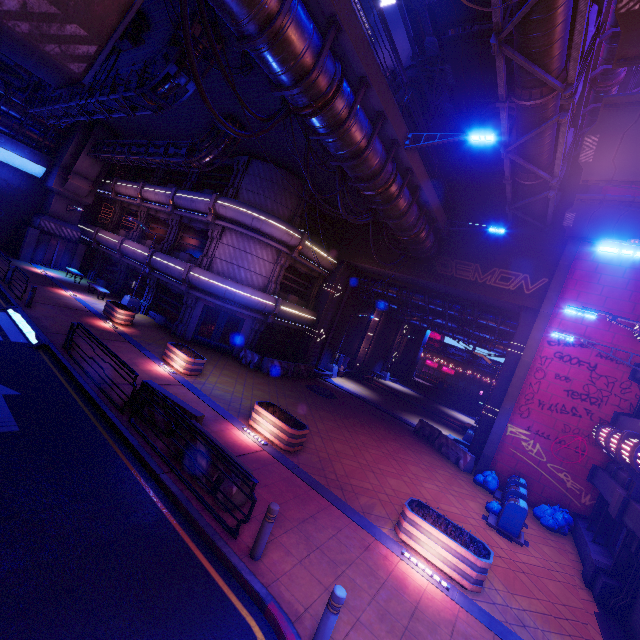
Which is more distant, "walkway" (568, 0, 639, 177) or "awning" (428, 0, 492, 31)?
"awning" (428, 0, 492, 31)

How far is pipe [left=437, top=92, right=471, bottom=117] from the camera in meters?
21.8 m

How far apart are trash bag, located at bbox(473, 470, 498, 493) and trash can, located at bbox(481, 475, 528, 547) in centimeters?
255cm

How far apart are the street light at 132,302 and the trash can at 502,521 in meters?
23.1 m

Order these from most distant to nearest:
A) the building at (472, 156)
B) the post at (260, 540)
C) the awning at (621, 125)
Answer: the building at (472, 156), the awning at (621, 125), the post at (260, 540)

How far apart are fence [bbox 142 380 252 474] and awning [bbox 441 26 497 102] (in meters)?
19.09

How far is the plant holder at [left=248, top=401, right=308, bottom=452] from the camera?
10.84m

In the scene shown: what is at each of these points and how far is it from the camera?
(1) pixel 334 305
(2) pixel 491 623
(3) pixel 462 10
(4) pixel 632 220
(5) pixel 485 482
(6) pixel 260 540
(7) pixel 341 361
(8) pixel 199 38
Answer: (1) tunnel, 26.4m
(2) beam, 6.8m
(3) awning, 13.7m
(4) awning, 12.6m
(5) trash bag, 14.6m
(6) post, 6.1m
(7) atm, 28.2m
(8) pipe, 10.8m
